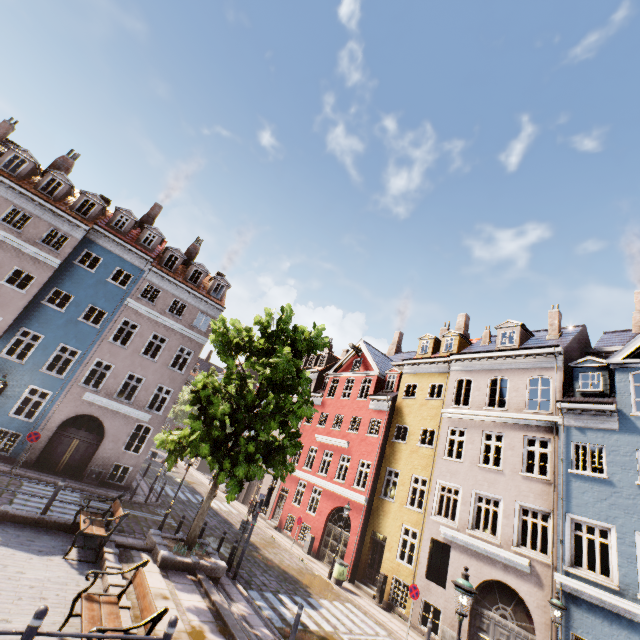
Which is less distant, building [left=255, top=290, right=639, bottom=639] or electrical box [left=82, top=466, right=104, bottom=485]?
building [left=255, top=290, right=639, bottom=639]

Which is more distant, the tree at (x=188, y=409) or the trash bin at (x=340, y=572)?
the trash bin at (x=340, y=572)

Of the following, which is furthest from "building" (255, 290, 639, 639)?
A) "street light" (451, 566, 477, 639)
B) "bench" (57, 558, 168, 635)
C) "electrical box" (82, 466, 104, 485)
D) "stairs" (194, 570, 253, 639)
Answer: "bench" (57, 558, 168, 635)

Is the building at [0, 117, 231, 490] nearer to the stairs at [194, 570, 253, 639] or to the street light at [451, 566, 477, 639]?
the street light at [451, 566, 477, 639]

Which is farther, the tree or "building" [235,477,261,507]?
"building" [235,477,261,507]

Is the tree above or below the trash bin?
above

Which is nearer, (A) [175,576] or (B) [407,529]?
(A) [175,576]

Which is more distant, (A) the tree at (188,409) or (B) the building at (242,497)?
(B) the building at (242,497)
